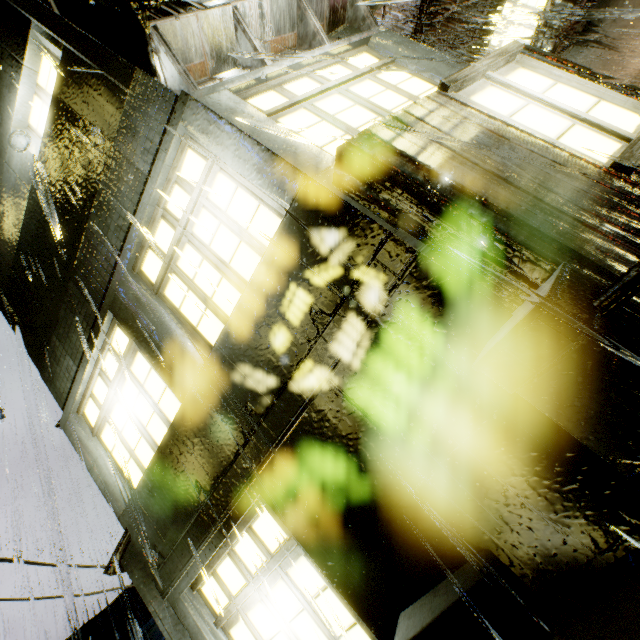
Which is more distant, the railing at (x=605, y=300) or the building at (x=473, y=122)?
the building at (x=473, y=122)

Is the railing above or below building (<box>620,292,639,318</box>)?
above

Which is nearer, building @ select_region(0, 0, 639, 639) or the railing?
the railing

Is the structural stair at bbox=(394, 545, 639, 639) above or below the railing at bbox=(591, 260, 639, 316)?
below

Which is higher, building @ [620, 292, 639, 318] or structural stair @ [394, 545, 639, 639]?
building @ [620, 292, 639, 318]

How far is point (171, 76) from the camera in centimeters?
396cm

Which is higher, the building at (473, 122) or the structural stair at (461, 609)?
the building at (473, 122)

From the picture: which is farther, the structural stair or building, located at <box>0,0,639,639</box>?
building, located at <box>0,0,639,639</box>
